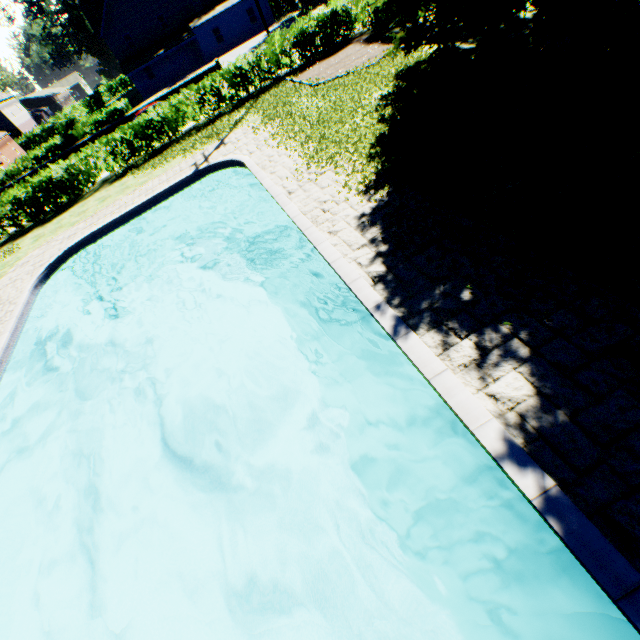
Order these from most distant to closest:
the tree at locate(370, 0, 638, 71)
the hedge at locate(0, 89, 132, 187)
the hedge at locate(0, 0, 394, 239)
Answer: the hedge at locate(0, 89, 132, 187) < the hedge at locate(0, 0, 394, 239) < the tree at locate(370, 0, 638, 71)

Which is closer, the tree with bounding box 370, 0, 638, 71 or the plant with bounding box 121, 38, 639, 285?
the plant with bounding box 121, 38, 639, 285

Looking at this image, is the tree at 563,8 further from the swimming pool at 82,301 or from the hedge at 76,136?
the swimming pool at 82,301

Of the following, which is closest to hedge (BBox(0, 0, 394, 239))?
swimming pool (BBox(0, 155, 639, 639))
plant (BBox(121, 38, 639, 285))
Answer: plant (BBox(121, 38, 639, 285))

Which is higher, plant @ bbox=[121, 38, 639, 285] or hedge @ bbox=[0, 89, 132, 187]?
hedge @ bbox=[0, 89, 132, 187]

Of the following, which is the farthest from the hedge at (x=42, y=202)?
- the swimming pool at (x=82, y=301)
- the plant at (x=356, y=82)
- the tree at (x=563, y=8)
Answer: the swimming pool at (x=82, y=301)

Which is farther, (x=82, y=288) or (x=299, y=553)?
(x=82, y=288)
